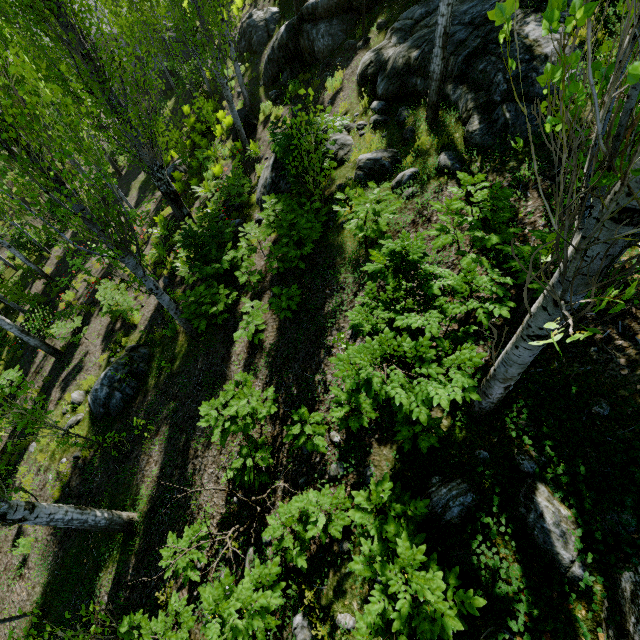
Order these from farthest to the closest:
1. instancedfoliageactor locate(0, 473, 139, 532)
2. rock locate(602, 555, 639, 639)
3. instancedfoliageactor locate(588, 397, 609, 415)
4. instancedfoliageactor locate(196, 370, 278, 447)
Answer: instancedfoliageactor locate(196, 370, 278, 447) < instancedfoliageactor locate(0, 473, 139, 532) < instancedfoliageactor locate(588, 397, 609, 415) < rock locate(602, 555, 639, 639)

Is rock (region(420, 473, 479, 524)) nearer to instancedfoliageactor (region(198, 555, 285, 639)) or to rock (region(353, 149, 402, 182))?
instancedfoliageactor (region(198, 555, 285, 639))

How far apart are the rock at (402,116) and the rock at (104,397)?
8.14m

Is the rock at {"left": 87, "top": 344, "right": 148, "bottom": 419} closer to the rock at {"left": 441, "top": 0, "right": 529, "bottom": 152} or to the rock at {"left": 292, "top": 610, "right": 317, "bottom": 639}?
the rock at {"left": 441, "top": 0, "right": 529, "bottom": 152}

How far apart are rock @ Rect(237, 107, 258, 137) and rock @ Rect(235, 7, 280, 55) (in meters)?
5.20

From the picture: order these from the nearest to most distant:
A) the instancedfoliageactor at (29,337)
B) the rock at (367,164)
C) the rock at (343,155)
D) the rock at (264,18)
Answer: the rock at (367,164) < the rock at (343,155) < the instancedfoliageactor at (29,337) < the rock at (264,18)

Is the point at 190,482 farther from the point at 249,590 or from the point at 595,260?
the point at 595,260

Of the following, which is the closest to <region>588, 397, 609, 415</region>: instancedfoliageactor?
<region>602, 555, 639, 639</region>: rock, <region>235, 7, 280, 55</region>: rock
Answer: <region>602, 555, 639, 639</region>: rock
